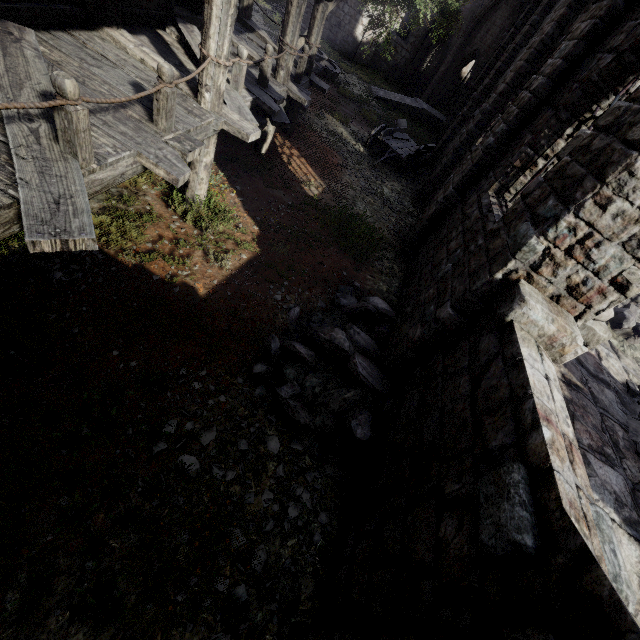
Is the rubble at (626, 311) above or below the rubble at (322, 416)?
above

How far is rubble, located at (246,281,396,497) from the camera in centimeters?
479cm

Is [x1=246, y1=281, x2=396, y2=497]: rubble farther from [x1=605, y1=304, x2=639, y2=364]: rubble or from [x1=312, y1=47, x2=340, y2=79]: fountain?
[x1=312, y1=47, x2=340, y2=79]: fountain

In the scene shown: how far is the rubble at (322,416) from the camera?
4.8m

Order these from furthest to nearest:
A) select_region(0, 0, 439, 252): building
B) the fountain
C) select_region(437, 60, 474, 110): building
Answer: select_region(437, 60, 474, 110): building, the fountain, select_region(0, 0, 439, 252): building

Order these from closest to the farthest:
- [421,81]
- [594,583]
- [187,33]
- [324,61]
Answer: [594,583]
[187,33]
[324,61]
[421,81]

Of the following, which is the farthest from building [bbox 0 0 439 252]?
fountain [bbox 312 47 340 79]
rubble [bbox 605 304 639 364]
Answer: fountain [bbox 312 47 340 79]
